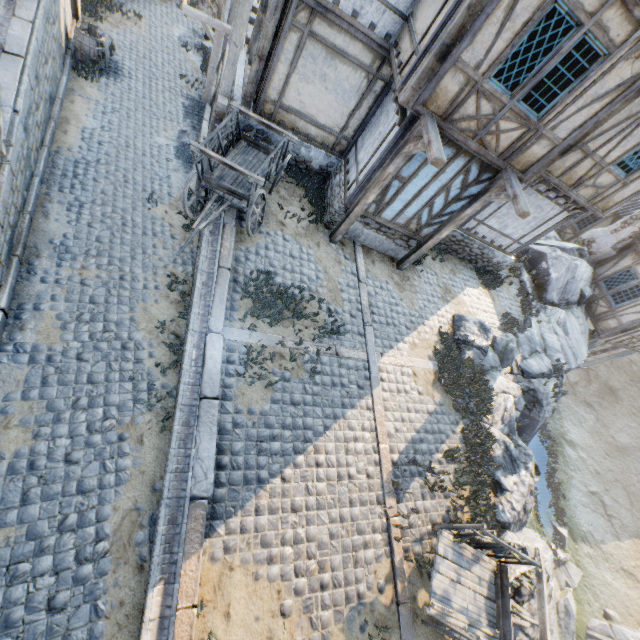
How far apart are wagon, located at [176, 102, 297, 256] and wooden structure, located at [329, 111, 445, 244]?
1.97m

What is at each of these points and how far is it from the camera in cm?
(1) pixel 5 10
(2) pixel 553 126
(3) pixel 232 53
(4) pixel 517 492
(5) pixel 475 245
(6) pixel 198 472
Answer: (1) stone gutter, 777
(2) building, 690
(3) wooden structure, 781
(4) rock, 859
(5) stone foundation, 1234
(6) stone blocks, 548

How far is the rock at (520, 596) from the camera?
7.0m

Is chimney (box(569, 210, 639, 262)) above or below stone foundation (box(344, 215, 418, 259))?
above

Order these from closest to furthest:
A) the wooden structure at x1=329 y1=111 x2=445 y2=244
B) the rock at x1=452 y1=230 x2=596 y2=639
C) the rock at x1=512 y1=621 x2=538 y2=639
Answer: the wooden structure at x1=329 y1=111 x2=445 y2=244 < the rock at x1=512 y1=621 x2=538 y2=639 < the rock at x1=452 y1=230 x2=596 y2=639

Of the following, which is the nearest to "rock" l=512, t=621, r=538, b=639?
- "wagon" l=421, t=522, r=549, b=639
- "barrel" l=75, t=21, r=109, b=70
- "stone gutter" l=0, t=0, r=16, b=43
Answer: "wagon" l=421, t=522, r=549, b=639

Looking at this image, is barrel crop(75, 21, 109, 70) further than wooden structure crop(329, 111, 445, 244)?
Yes

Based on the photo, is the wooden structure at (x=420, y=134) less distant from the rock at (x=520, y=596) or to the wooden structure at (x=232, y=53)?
the wooden structure at (x=232, y=53)
